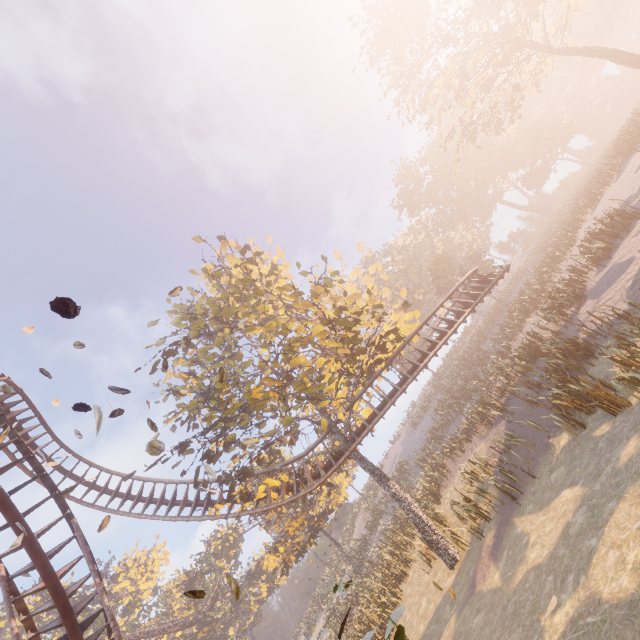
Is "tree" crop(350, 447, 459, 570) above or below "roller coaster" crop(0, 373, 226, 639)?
below

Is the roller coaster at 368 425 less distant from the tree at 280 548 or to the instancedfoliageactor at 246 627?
the tree at 280 548

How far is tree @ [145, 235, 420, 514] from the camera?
14.3m

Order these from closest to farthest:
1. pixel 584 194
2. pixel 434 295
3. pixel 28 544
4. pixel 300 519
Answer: pixel 28 544 → pixel 300 519 → pixel 584 194 → pixel 434 295

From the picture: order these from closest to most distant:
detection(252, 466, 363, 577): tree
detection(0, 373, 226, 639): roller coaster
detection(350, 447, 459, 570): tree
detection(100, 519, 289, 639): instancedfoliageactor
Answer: detection(0, 373, 226, 639): roller coaster < detection(350, 447, 459, 570): tree < detection(252, 466, 363, 577): tree < detection(100, 519, 289, 639): instancedfoliageactor

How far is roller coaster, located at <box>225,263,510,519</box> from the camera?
17.2 meters

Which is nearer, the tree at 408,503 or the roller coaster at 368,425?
the tree at 408,503
